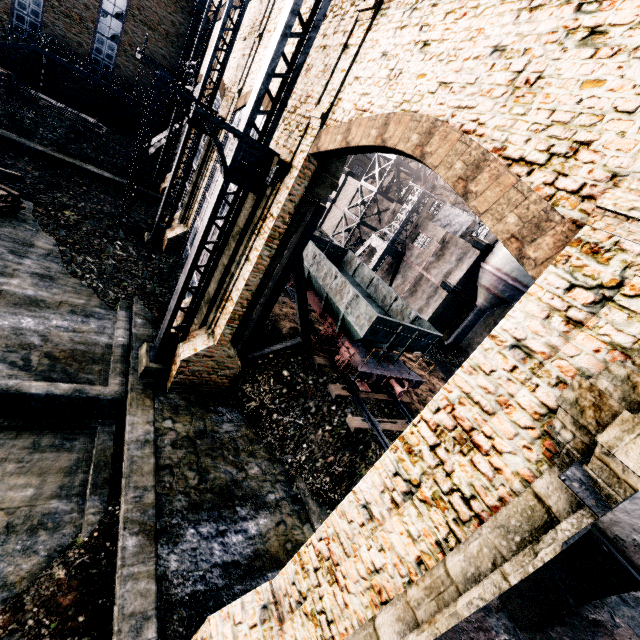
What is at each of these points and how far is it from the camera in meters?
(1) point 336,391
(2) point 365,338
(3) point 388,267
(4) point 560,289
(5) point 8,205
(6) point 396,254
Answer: (1) railway, 14.8 m
(2) rail car, 14.6 m
(3) building, 37.8 m
(4) building, 3.8 m
(5) wood pile, 17.3 m
(6) crane, 33.6 m

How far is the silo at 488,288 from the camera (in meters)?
25.92

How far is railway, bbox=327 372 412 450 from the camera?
13.5 meters

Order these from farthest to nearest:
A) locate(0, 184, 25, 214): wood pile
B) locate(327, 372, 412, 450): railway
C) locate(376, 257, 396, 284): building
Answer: locate(376, 257, 396, 284): building
locate(0, 184, 25, 214): wood pile
locate(327, 372, 412, 450): railway

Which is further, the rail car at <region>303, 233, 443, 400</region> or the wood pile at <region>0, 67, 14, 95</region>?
the wood pile at <region>0, 67, 14, 95</region>

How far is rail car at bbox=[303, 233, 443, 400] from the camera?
14.6m

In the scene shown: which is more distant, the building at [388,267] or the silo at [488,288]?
the building at [388,267]

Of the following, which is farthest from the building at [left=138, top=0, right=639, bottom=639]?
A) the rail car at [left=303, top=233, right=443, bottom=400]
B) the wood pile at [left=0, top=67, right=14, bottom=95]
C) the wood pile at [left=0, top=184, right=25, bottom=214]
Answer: the wood pile at [left=0, top=184, right=25, bottom=214]
